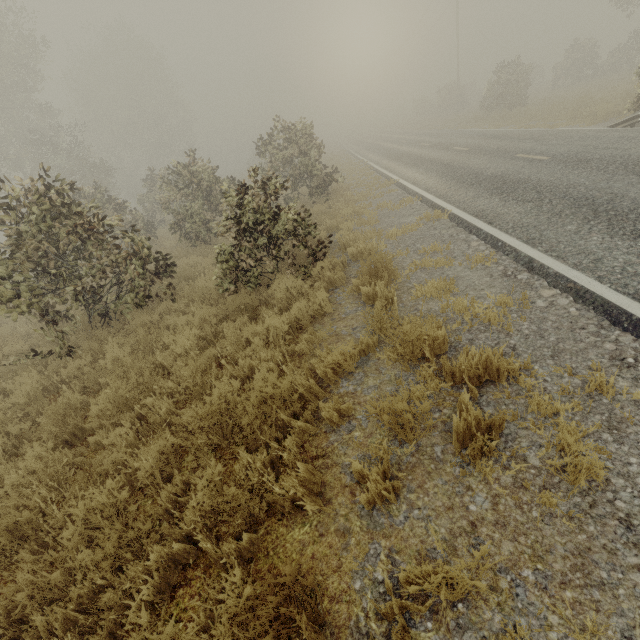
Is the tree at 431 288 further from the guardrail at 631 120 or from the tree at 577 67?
the tree at 577 67

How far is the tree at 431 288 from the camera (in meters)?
4.38

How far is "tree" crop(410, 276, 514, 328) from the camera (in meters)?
4.38

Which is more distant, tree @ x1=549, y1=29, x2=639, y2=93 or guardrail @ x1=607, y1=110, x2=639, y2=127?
tree @ x1=549, y1=29, x2=639, y2=93

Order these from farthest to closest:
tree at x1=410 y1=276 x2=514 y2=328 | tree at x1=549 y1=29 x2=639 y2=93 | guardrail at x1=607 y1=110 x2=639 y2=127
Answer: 1. tree at x1=549 y1=29 x2=639 y2=93
2. guardrail at x1=607 y1=110 x2=639 y2=127
3. tree at x1=410 y1=276 x2=514 y2=328

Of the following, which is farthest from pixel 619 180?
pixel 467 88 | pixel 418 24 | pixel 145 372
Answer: pixel 467 88

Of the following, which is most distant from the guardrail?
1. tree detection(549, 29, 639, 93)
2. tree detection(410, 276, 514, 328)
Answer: tree detection(549, 29, 639, 93)
